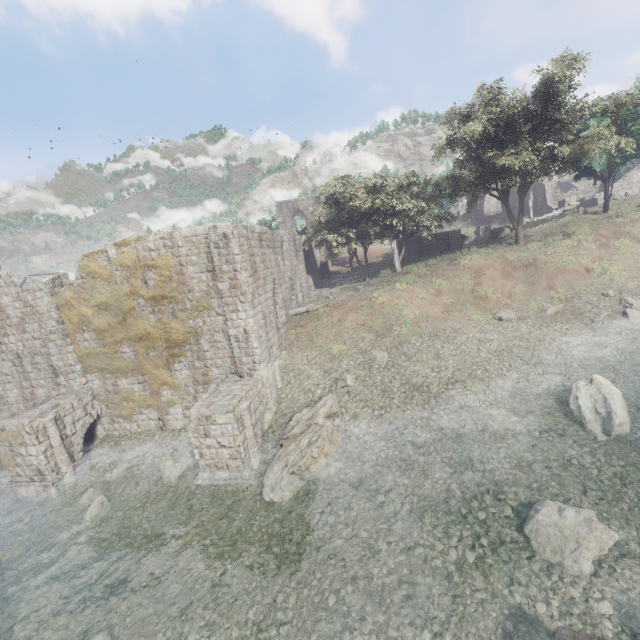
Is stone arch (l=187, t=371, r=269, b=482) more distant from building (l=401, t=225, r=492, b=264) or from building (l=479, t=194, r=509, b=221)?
building (l=479, t=194, r=509, b=221)

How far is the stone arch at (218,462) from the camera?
12.16m

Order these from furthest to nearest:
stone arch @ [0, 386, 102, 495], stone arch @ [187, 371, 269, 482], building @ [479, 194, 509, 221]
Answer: building @ [479, 194, 509, 221], stone arch @ [0, 386, 102, 495], stone arch @ [187, 371, 269, 482]

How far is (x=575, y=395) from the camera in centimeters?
1234cm

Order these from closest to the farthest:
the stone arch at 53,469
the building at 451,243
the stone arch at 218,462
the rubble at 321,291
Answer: the stone arch at 218,462 < the stone arch at 53,469 < the rubble at 321,291 < the building at 451,243

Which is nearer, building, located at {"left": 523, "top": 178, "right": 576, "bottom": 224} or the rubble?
the rubble

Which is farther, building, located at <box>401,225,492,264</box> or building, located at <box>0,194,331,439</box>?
building, located at <box>401,225,492,264</box>

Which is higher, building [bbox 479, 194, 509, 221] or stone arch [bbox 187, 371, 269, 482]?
building [bbox 479, 194, 509, 221]
